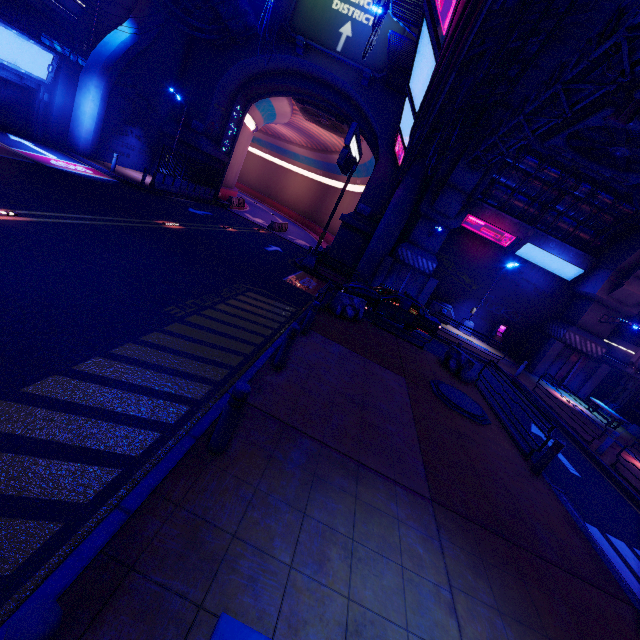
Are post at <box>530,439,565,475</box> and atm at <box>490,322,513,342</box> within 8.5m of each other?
no

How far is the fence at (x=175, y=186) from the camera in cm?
2086

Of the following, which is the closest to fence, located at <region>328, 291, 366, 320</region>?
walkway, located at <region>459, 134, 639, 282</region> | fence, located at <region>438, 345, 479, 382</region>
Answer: fence, located at <region>438, 345, 479, 382</region>

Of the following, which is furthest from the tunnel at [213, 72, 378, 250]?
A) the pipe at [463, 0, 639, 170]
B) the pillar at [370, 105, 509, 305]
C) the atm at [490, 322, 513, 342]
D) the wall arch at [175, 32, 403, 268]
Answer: the atm at [490, 322, 513, 342]

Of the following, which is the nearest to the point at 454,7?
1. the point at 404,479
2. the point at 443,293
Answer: the point at 404,479

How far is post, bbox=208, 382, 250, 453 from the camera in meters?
4.1

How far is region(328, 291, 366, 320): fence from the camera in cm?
1328

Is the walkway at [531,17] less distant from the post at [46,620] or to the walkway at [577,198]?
the walkway at [577,198]
